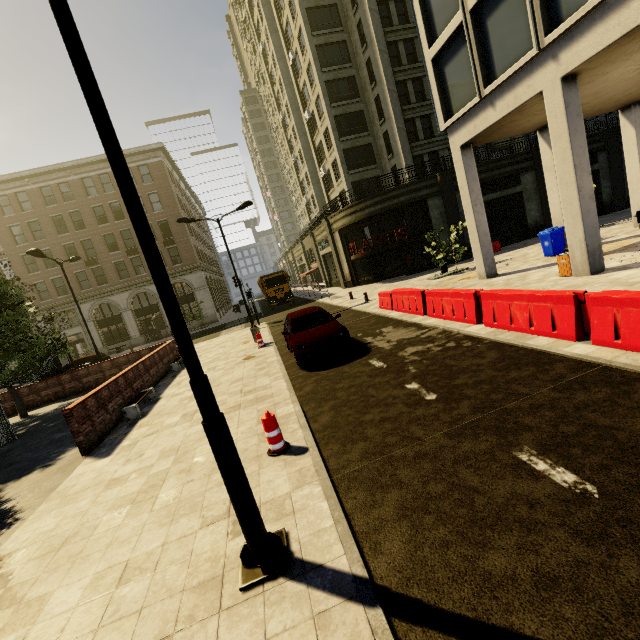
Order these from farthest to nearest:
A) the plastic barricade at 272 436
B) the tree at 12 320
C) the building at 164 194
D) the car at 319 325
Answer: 1. the building at 164 194
2. the tree at 12 320
3. the car at 319 325
4. the plastic barricade at 272 436

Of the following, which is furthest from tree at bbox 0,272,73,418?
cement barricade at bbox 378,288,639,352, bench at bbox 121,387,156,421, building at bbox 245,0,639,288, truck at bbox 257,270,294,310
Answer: cement barricade at bbox 378,288,639,352

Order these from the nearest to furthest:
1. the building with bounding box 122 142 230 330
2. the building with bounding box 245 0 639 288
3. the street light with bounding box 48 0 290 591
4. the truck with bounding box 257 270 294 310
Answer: the street light with bounding box 48 0 290 591
the building with bounding box 245 0 639 288
the truck with bounding box 257 270 294 310
the building with bounding box 122 142 230 330

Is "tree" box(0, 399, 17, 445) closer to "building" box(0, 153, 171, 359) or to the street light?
"building" box(0, 153, 171, 359)

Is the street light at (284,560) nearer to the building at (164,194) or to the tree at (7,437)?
the tree at (7,437)

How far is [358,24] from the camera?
27.39m

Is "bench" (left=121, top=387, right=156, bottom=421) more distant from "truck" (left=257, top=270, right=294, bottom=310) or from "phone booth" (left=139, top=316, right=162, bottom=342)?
"phone booth" (left=139, top=316, right=162, bottom=342)

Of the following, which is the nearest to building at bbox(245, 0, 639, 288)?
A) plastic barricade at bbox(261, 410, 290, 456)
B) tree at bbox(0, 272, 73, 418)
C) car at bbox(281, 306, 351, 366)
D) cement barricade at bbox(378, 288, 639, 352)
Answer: tree at bbox(0, 272, 73, 418)
